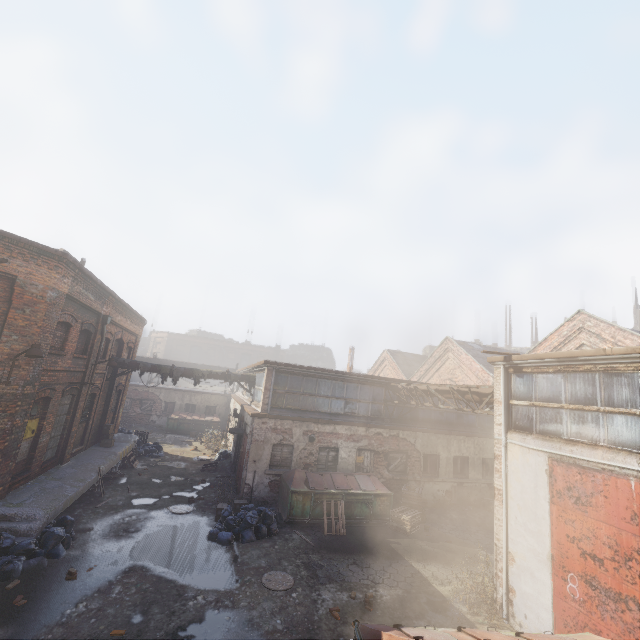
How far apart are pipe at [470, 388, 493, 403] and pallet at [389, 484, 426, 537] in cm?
478

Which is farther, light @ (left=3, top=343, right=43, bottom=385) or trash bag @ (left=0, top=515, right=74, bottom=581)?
light @ (left=3, top=343, right=43, bottom=385)

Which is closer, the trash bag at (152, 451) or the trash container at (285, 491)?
the trash container at (285, 491)

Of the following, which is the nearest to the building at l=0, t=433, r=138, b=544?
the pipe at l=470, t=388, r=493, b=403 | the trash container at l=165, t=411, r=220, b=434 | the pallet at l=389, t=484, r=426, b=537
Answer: the trash container at l=165, t=411, r=220, b=434

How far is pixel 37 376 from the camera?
10.1m

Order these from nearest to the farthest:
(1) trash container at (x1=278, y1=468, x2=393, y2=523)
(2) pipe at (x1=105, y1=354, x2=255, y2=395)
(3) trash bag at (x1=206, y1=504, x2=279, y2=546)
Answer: (3) trash bag at (x1=206, y1=504, x2=279, y2=546) < (1) trash container at (x1=278, y1=468, x2=393, y2=523) < (2) pipe at (x1=105, y1=354, x2=255, y2=395)

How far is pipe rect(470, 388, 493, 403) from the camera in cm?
1112

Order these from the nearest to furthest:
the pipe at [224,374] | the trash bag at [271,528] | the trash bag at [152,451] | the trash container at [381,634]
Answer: the trash container at [381,634], the trash bag at [271,528], the pipe at [224,374], the trash bag at [152,451]
